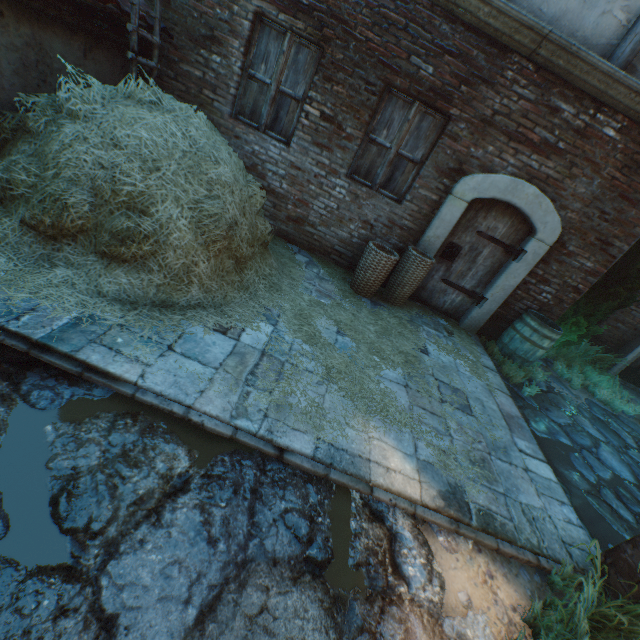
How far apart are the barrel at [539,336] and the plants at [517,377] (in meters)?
0.02

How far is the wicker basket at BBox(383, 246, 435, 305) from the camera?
5.0m

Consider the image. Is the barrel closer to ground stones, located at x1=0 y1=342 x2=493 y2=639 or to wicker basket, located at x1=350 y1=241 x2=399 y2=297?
wicker basket, located at x1=350 y1=241 x2=399 y2=297

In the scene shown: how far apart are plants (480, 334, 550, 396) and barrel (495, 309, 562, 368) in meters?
0.0 m

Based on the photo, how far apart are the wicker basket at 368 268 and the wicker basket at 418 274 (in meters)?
0.14

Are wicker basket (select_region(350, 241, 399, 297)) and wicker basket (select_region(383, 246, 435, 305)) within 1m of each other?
yes

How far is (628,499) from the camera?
3.9m

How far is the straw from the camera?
2.8m
